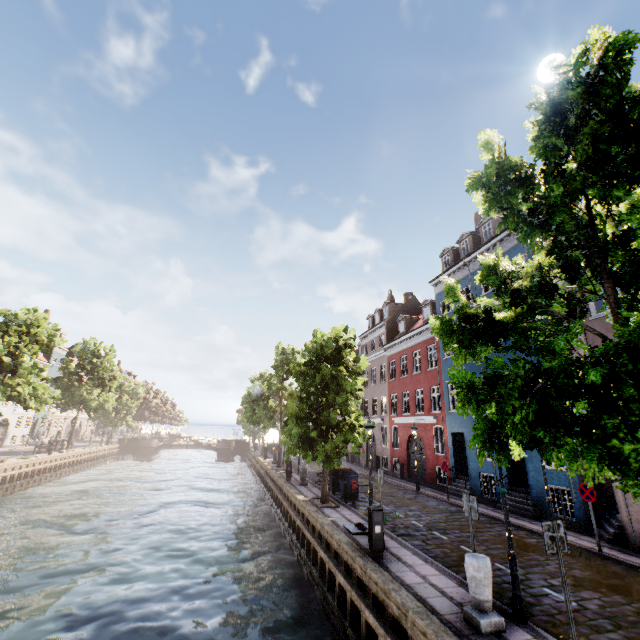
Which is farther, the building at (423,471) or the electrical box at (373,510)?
the building at (423,471)

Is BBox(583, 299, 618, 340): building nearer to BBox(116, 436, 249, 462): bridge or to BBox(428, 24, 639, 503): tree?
BBox(428, 24, 639, 503): tree

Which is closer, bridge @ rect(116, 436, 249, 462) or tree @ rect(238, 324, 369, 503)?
tree @ rect(238, 324, 369, 503)

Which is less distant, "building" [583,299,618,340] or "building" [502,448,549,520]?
"building" [583,299,618,340]

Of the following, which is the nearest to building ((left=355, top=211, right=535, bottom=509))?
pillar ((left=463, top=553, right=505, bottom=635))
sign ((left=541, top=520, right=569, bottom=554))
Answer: sign ((left=541, top=520, right=569, bottom=554))

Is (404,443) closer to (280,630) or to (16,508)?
(280,630)

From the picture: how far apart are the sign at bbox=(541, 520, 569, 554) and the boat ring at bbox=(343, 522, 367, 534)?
6.73m

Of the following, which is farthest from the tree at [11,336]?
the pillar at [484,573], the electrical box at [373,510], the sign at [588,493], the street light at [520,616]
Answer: the sign at [588,493]
